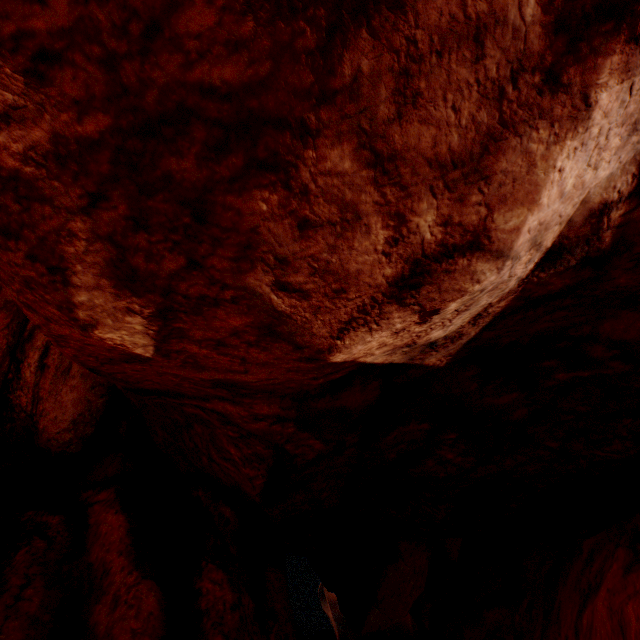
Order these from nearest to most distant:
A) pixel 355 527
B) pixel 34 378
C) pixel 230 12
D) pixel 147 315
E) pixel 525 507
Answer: pixel 230 12 → pixel 147 315 → pixel 525 507 → pixel 34 378 → pixel 355 527
